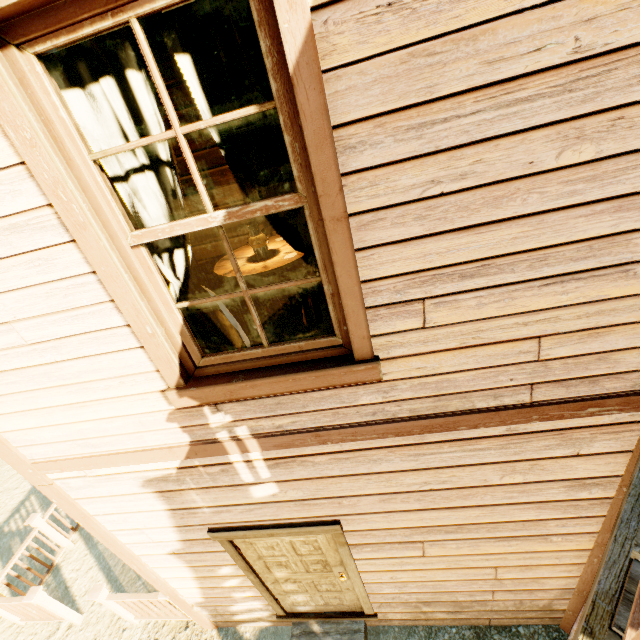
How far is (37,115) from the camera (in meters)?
1.27

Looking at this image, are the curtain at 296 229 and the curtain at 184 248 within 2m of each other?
yes

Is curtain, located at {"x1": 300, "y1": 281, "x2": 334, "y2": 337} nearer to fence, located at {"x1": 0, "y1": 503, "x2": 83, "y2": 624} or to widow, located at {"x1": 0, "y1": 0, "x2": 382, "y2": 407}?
widow, located at {"x1": 0, "y1": 0, "x2": 382, "y2": 407}

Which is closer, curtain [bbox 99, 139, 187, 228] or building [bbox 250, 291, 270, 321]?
curtain [bbox 99, 139, 187, 228]

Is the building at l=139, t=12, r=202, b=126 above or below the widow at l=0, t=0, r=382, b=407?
above

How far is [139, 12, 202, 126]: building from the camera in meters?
3.3 m

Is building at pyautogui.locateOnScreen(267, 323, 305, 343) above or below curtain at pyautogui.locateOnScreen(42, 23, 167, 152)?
below

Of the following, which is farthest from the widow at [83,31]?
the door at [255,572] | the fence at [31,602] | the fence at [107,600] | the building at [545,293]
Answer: the fence at [31,602]
